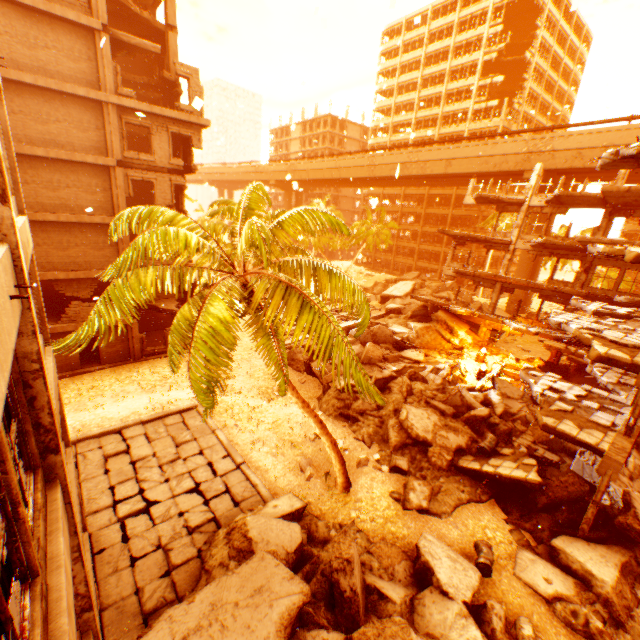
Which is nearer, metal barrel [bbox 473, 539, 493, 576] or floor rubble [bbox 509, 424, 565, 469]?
metal barrel [bbox 473, 539, 493, 576]

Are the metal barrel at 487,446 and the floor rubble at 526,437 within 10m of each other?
yes

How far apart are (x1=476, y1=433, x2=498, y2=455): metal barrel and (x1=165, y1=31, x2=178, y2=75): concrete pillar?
29.38m

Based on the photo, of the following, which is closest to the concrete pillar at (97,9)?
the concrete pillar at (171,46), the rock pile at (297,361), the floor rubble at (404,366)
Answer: the concrete pillar at (171,46)

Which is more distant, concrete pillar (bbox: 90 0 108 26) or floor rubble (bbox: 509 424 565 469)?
→ concrete pillar (bbox: 90 0 108 26)

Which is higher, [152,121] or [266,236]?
[152,121]

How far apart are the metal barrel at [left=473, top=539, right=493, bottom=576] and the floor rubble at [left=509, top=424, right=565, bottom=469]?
5.2m

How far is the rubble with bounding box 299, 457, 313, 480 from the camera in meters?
12.9 m
